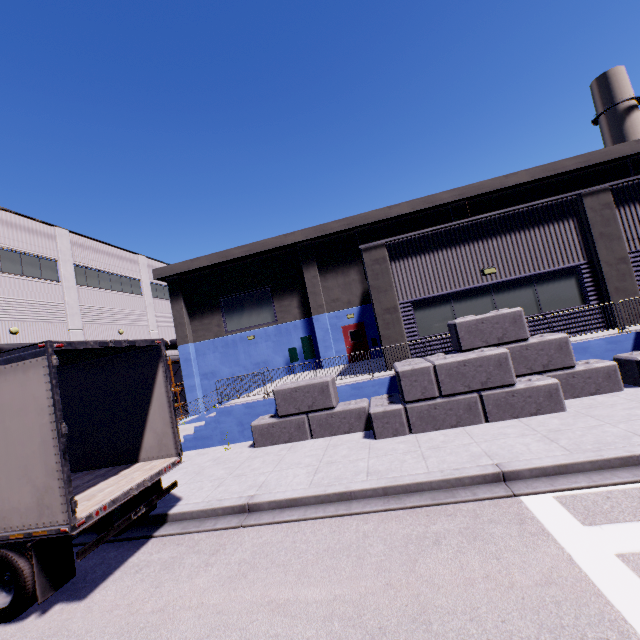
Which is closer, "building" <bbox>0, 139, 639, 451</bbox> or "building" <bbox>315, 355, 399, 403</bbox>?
"building" <bbox>315, 355, 399, 403</bbox>

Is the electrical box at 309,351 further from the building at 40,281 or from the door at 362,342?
the door at 362,342

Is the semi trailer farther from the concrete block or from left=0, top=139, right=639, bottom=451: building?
the concrete block

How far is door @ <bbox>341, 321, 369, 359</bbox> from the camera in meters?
20.8

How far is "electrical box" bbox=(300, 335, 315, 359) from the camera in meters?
21.4 m

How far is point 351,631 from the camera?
3.5m

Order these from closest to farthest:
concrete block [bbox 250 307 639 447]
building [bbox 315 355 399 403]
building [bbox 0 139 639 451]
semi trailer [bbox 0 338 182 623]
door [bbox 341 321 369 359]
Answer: semi trailer [bbox 0 338 182 623] < concrete block [bbox 250 307 639 447] < building [bbox 315 355 399 403] < building [bbox 0 139 639 451] < door [bbox 341 321 369 359]

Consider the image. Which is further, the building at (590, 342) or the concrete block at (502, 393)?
the building at (590, 342)
